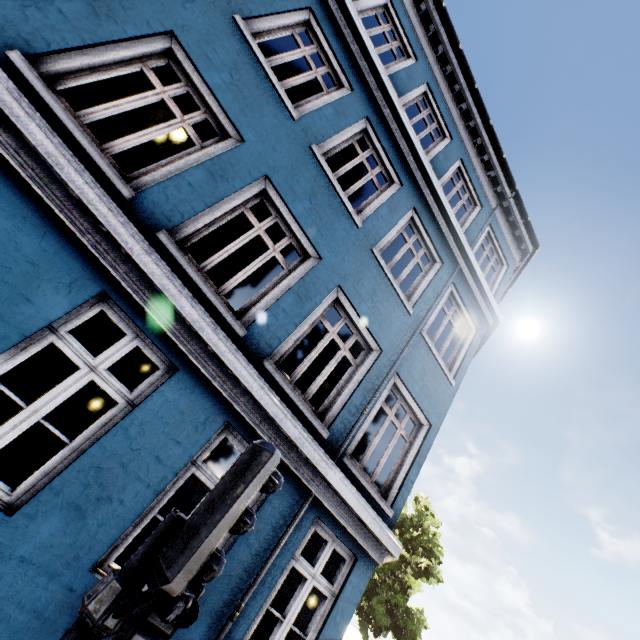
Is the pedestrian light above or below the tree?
below

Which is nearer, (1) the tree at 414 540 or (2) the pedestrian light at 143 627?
(2) the pedestrian light at 143 627

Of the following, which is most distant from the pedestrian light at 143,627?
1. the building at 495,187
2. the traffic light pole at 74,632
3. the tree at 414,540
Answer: the tree at 414,540

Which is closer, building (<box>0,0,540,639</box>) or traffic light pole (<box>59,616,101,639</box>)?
traffic light pole (<box>59,616,101,639</box>)

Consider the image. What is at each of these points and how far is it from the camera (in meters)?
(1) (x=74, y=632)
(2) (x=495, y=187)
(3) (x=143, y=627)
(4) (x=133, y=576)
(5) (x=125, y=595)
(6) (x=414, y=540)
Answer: (1) traffic light pole, 1.46
(2) building, 9.52
(3) pedestrian light, 1.60
(4) traffic light pole, 1.59
(5) traffic light, 1.52
(6) tree, 15.98

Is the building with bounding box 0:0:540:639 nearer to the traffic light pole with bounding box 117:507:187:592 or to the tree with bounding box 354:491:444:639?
the traffic light pole with bounding box 117:507:187:592

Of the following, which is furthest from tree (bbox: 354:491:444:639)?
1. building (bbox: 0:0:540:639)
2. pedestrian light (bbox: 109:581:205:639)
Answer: pedestrian light (bbox: 109:581:205:639)

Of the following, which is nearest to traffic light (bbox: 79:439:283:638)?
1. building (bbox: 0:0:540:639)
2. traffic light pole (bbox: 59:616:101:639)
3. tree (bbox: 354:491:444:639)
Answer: traffic light pole (bbox: 59:616:101:639)
